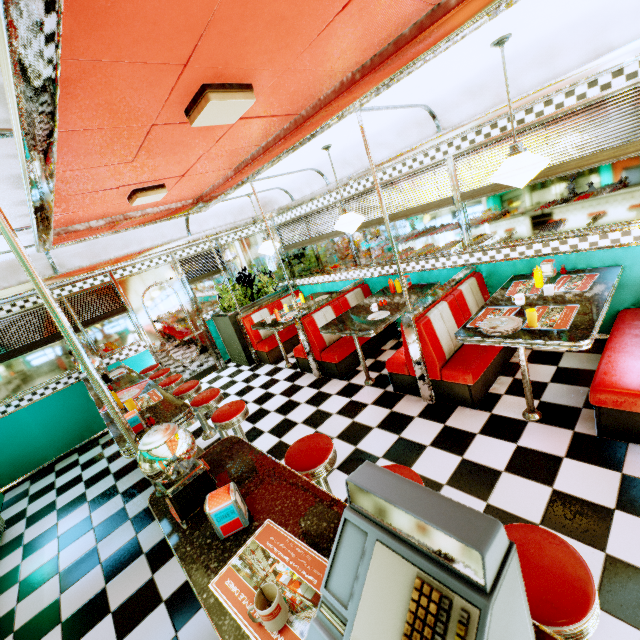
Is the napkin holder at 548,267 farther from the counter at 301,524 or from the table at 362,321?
the counter at 301,524

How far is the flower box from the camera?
6.5m

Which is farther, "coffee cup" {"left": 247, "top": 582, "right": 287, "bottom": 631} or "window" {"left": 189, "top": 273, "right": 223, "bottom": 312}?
"window" {"left": 189, "top": 273, "right": 223, "bottom": 312}

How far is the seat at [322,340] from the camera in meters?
4.9 m

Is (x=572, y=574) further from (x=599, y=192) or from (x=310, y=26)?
(x=599, y=192)

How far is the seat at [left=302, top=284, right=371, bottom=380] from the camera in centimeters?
486cm

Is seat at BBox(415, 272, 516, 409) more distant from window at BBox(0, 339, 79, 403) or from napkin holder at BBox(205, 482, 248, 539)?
window at BBox(0, 339, 79, 403)

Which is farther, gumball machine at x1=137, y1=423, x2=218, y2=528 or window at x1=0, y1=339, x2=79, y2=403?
window at x1=0, y1=339, x2=79, y2=403
